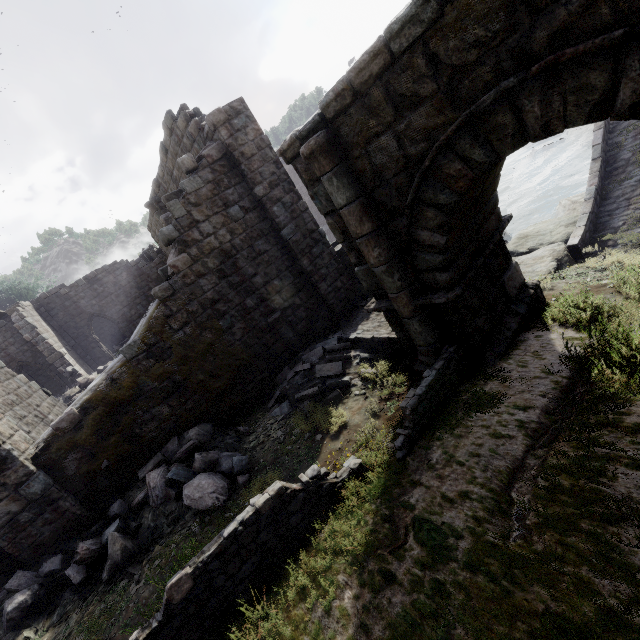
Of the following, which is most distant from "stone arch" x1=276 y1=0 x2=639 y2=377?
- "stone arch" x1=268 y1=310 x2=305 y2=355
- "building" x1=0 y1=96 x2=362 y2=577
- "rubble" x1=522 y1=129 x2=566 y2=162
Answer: "rubble" x1=522 y1=129 x2=566 y2=162

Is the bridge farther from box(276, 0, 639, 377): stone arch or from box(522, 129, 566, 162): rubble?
box(522, 129, 566, 162): rubble

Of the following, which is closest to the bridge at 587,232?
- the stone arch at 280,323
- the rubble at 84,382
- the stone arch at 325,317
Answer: the stone arch at 325,317

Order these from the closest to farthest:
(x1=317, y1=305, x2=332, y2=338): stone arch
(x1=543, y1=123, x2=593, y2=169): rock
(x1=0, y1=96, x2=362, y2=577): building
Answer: (x1=0, y1=96, x2=362, y2=577): building
(x1=317, y1=305, x2=332, y2=338): stone arch
(x1=543, y1=123, x2=593, y2=169): rock

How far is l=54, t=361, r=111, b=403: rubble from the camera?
16.44m

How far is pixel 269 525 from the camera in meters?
4.5 m

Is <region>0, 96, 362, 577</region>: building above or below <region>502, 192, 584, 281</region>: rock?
above

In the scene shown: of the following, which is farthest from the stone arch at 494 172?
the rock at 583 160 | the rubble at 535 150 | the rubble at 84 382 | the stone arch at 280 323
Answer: the rubble at 84 382
